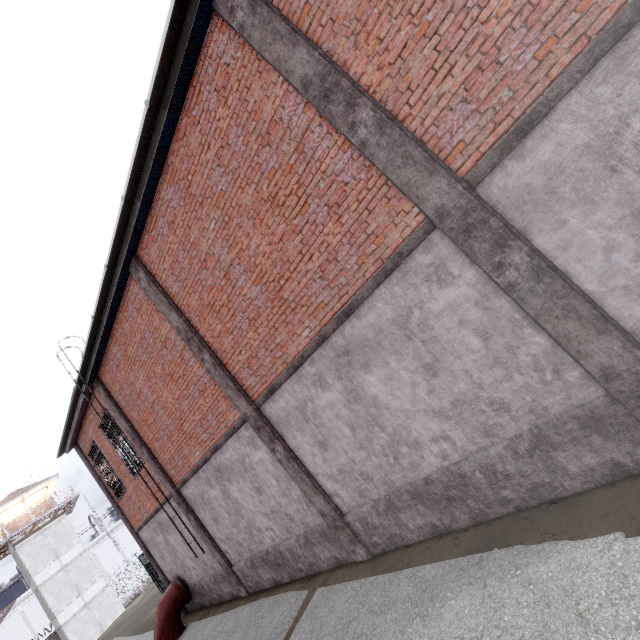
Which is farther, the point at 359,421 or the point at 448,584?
the point at 359,421

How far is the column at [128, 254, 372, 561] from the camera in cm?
695

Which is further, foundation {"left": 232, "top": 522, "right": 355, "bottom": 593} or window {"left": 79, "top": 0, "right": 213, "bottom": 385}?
foundation {"left": 232, "top": 522, "right": 355, "bottom": 593}

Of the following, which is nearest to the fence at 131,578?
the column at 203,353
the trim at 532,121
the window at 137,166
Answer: the trim at 532,121

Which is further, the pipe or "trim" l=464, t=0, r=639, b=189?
the pipe

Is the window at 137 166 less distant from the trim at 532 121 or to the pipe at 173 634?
the trim at 532 121

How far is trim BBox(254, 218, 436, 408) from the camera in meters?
4.5 m

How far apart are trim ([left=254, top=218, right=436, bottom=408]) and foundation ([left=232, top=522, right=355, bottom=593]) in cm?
289
